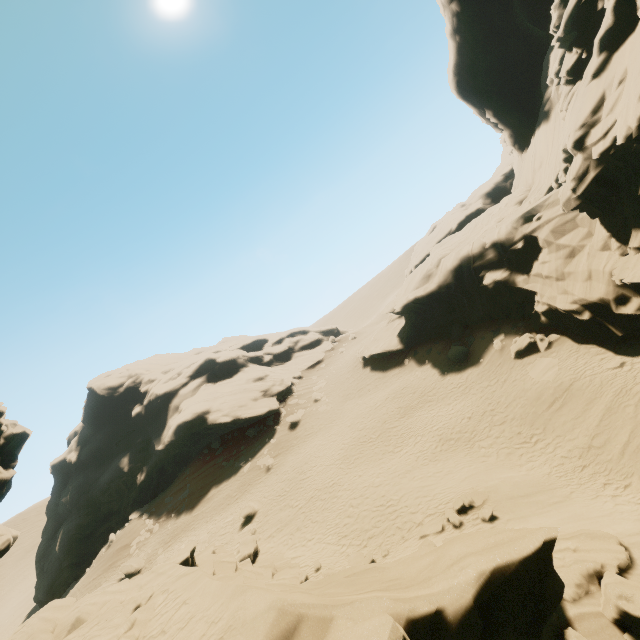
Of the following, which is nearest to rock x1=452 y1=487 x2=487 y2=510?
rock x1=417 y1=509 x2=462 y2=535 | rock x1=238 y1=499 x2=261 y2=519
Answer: rock x1=417 y1=509 x2=462 y2=535

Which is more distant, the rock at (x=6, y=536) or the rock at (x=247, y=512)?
the rock at (x=247, y=512)

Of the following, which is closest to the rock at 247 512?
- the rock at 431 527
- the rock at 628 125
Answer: the rock at 628 125

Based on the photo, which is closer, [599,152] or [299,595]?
[299,595]

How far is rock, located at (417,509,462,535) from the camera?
12.3m

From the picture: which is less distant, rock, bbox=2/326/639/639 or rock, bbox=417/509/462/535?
rock, bbox=2/326/639/639

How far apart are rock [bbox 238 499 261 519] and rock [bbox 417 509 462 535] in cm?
1477

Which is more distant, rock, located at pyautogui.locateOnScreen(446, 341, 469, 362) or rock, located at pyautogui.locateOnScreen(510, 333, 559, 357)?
rock, located at pyautogui.locateOnScreen(446, 341, 469, 362)
